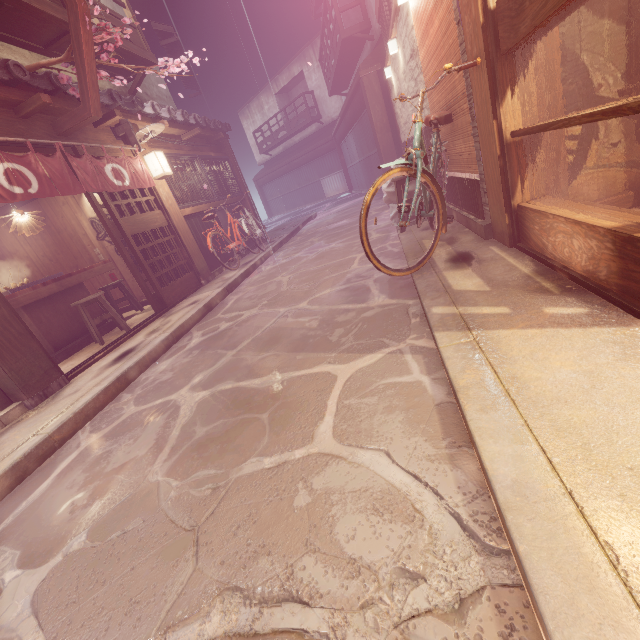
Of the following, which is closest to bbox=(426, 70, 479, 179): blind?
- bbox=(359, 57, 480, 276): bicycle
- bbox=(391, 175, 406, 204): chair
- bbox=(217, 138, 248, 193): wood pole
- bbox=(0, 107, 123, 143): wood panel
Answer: bbox=(359, 57, 480, 276): bicycle

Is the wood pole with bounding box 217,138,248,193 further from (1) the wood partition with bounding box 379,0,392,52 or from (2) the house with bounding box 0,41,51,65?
(2) the house with bounding box 0,41,51,65

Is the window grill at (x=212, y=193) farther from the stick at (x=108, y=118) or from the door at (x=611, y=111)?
the door at (x=611, y=111)

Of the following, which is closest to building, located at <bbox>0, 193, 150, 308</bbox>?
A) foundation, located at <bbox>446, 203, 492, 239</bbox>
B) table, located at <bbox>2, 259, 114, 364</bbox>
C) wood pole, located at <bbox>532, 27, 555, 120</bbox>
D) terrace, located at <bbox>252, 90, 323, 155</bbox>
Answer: table, located at <bbox>2, 259, 114, 364</bbox>

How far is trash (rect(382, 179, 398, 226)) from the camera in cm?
930

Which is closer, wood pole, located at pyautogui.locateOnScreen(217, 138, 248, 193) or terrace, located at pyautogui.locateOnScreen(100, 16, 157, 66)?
terrace, located at pyautogui.locateOnScreen(100, 16, 157, 66)

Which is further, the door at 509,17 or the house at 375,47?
the house at 375,47

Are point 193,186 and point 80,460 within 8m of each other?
no
